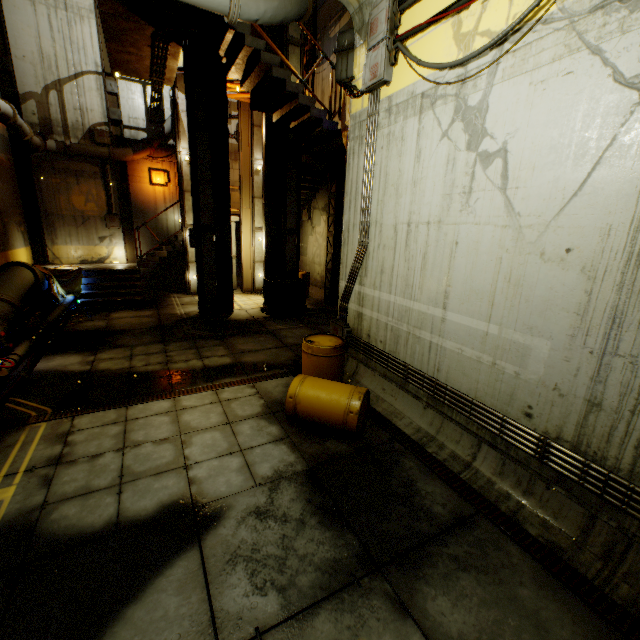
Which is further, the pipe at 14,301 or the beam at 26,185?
the beam at 26,185

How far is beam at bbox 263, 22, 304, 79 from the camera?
10.3 meters

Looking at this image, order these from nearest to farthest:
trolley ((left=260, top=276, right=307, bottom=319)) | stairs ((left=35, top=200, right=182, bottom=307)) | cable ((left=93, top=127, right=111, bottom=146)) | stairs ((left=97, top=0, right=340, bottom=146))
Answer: stairs ((left=97, top=0, right=340, bottom=146))
trolley ((left=260, top=276, right=307, bottom=319))
stairs ((left=35, top=200, right=182, bottom=307))
cable ((left=93, top=127, right=111, bottom=146))

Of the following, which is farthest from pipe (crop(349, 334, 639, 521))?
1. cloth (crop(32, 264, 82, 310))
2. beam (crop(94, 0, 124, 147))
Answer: beam (crop(94, 0, 124, 147))

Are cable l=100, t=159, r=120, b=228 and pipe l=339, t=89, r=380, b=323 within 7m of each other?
no

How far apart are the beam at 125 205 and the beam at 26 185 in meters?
2.8 m

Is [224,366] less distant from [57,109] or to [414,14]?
[414,14]

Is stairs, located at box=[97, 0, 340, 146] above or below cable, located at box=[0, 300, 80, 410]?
above
